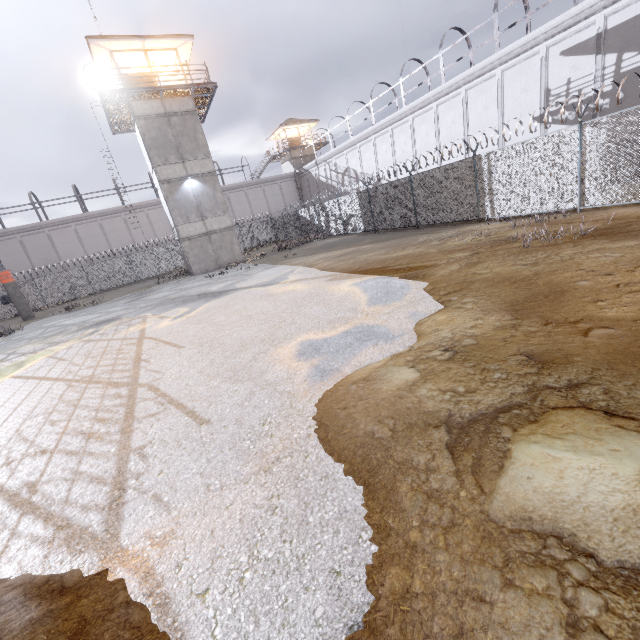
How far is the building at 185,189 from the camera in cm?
2156

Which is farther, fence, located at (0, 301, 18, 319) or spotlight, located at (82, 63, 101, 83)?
fence, located at (0, 301, 18, 319)

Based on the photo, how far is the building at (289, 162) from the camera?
44.7m

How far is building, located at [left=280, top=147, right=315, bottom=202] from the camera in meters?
44.7

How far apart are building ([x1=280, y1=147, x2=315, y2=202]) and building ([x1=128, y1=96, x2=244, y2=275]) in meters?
23.6 m

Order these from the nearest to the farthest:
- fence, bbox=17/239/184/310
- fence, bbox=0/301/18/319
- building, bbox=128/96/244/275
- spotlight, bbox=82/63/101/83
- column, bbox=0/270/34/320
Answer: spotlight, bbox=82/63/101/83
building, bbox=128/96/244/275
column, bbox=0/270/34/320
fence, bbox=0/301/18/319
fence, bbox=17/239/184/310

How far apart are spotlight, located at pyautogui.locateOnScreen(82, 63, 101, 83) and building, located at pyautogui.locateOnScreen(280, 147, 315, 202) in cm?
2834

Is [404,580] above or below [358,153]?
below
